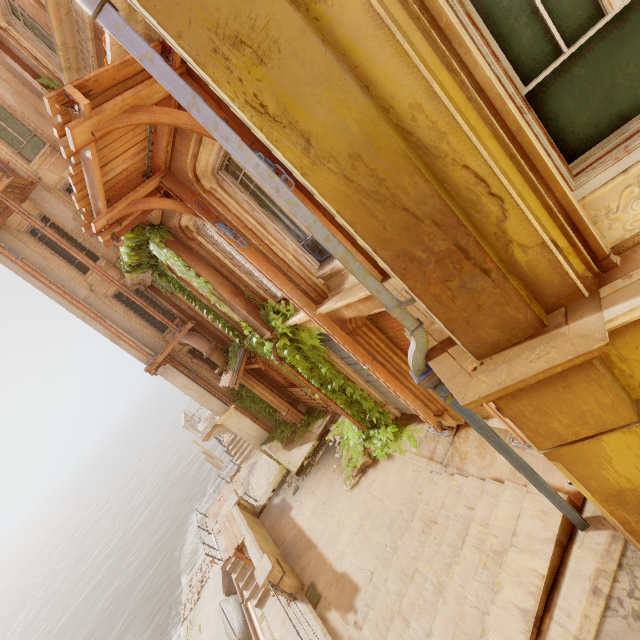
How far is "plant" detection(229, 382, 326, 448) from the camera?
13.5m

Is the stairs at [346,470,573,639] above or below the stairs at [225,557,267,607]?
above

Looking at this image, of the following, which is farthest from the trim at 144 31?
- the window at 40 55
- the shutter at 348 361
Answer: the shutter at 348 361

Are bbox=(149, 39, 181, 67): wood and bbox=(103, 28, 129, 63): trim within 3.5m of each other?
yes

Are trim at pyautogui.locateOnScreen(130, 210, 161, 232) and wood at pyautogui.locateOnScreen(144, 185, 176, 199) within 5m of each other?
yes

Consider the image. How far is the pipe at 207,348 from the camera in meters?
12.5

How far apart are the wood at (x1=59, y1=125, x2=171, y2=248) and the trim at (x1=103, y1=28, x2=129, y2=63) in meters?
0.0

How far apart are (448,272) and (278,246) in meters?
4.7
